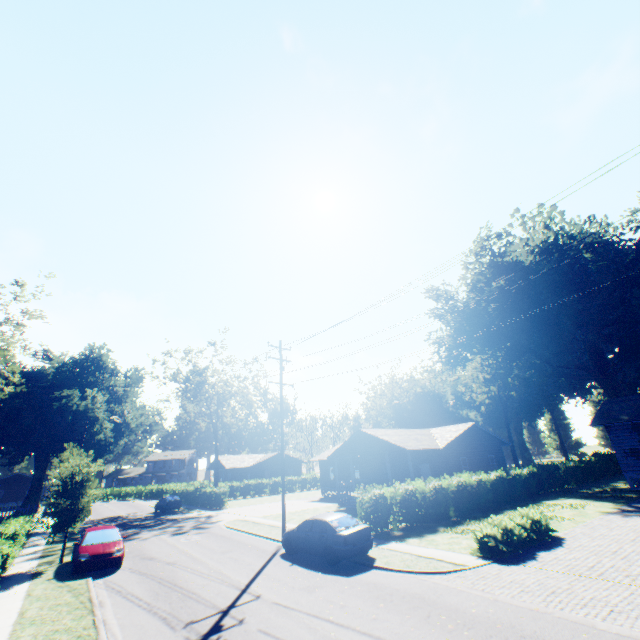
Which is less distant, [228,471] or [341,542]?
[341,542]

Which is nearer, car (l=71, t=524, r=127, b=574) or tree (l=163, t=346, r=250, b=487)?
car (l=71, t=524, r=127, b=574)

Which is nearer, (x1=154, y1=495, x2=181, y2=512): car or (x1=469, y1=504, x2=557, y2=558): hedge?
(x1=469, y1=504, x2=557, y2=558): hedge

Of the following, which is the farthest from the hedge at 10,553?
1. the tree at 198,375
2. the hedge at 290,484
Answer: the hedge at 290,484

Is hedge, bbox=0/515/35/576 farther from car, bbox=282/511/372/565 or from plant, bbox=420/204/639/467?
car, bbox=282/511/372/565

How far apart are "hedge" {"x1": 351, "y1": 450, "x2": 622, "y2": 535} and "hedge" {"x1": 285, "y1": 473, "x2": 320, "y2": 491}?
35.4 meters

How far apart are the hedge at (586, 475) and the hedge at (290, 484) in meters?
35.4

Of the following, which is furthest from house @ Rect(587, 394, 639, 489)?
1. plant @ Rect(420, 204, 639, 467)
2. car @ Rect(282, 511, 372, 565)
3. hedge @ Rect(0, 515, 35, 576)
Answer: hedge @ Rect(0, 515, 35, 576)
